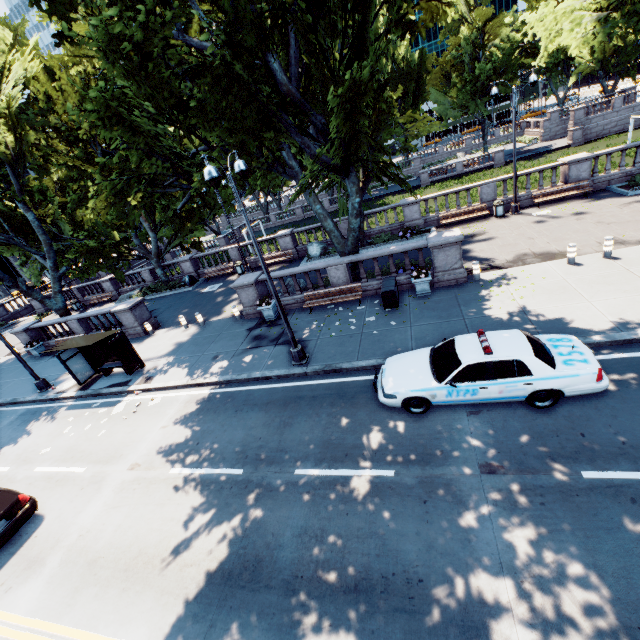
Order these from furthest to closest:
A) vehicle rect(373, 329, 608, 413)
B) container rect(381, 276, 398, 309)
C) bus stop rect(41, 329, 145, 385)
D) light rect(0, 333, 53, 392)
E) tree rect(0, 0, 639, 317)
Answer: light rect(0, 333, 53, 392) < bus stop rect(41, 329, 145, 385) < container rect(381, 276, 398, 309) < tree rect(0, 0, 639, 317) < vehicle rect(373, 329, 608, 413)

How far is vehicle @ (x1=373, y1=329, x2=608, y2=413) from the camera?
7.4m

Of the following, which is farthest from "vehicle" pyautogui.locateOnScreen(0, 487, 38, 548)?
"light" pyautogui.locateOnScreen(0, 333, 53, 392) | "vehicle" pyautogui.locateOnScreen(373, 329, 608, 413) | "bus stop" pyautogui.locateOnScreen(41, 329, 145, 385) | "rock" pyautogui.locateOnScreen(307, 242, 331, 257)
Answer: "rock" pyautogui.locateOnScreen(307, 242, 331, 257)

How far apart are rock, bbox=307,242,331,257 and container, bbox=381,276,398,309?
9.87m

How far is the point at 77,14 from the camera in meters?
12.6

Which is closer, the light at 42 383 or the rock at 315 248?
the light at 42 383

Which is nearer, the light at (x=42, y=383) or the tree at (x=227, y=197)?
the tree at (x=227, y=197)

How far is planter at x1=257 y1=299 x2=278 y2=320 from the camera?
16.3m
